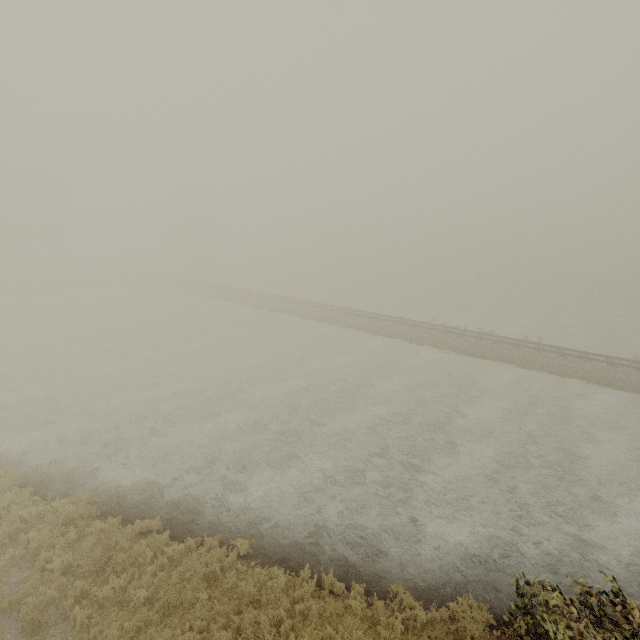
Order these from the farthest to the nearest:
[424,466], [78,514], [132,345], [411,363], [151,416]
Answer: [132,345] → [411,363] → [151,416] → [424,466] → [78,514]
